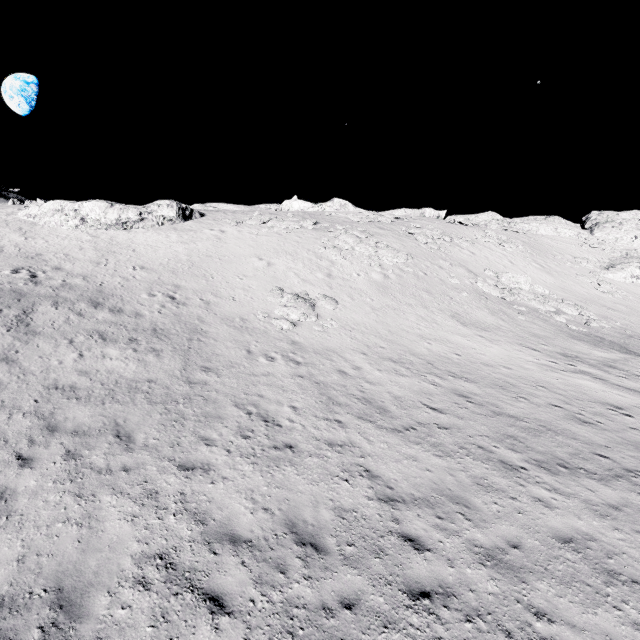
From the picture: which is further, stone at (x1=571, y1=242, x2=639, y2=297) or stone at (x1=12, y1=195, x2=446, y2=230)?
stone at (x1=571, y1=242, x2=639, y2=297)

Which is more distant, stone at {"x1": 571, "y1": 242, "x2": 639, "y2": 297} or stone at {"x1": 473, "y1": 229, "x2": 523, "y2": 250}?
stone at {"x1": 473, "y1": 229, "x2": 523, "y2": 250}

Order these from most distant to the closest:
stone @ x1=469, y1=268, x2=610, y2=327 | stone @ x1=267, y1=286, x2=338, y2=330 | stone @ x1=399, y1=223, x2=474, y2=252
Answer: stone @ x1=399, y1=223, x2=474, y2=252
stone @ x1=469, y1=268, x2=610, y2=327
stone @ x1=267, y1=286, x2=338, y2=330

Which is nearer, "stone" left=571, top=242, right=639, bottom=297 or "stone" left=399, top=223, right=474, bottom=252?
"stone" left=399, top=223, right=474, bottom=252

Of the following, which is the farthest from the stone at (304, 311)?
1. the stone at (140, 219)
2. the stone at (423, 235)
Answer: the stone at (423, 235)

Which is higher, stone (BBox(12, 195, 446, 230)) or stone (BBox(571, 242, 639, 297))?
stone (BBox(571, 242, 639, 297))

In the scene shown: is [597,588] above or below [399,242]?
below

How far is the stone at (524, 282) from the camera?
25.7 meters
